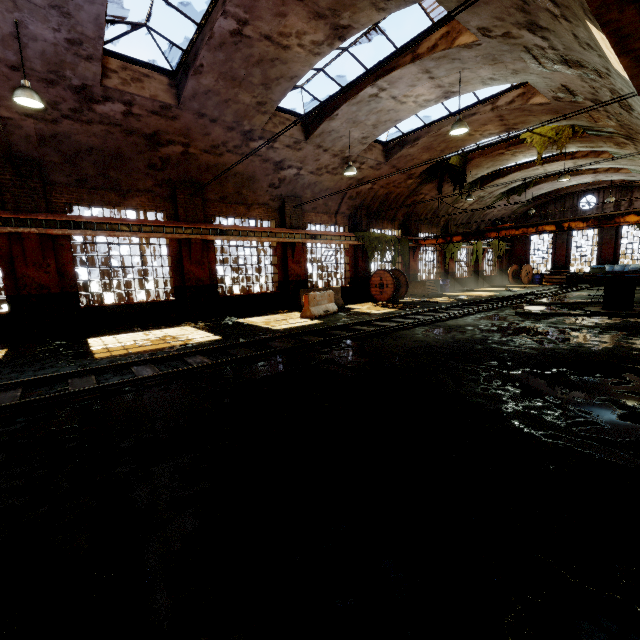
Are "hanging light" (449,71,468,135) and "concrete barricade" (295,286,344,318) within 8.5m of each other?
yes

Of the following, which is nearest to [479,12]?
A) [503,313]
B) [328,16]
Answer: [328,16]

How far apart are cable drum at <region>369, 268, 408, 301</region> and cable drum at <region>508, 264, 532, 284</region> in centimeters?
1736cm

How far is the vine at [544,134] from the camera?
14.2m

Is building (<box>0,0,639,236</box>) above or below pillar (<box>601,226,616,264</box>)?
above

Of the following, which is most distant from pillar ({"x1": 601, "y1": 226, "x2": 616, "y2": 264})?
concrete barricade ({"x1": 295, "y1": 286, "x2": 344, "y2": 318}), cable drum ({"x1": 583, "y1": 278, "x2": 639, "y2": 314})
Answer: concrete barricade ({"x1": 295, "y1": 286, "x2": 344, "y2": 318})

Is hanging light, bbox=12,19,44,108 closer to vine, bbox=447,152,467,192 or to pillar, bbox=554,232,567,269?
vine, bbox=447,152,467,192

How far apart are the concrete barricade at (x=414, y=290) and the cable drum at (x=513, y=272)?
13.97m
